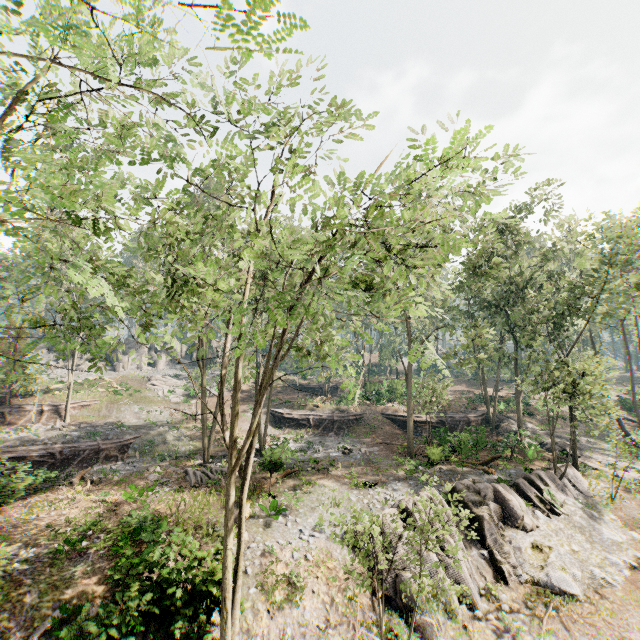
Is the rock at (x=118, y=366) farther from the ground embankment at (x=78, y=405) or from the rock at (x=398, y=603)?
the rock at (x=398, y=603)

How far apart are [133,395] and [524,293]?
46.06m

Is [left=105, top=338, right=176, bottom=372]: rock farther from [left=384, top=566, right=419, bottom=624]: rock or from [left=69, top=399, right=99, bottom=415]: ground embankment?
[left=384, top=566, right=419, bottom=624]: rock

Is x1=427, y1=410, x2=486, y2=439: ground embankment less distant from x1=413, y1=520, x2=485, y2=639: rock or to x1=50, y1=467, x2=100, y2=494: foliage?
x1=50, y1=467, x2=100, y2=494: foliage

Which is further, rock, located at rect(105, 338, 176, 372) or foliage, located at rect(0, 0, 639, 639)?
rock, located at rect(105, 338, 176, 372)

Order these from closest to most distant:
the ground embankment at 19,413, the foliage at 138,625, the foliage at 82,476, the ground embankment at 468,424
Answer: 1. the foliage at 138,625
2. the foliage at 82,476
3. the ground embankment at 468,424
4. the ground embankment at 19,413

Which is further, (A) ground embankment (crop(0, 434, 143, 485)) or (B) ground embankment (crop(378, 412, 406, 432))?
(B) ground embankment (crop(378, 412, 406, 432))

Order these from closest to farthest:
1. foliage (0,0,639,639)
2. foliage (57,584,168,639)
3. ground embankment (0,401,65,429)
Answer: foliage (0,0,639,639)
foliage (57,584,168,639)
ground embankment (0,401,65,429)
